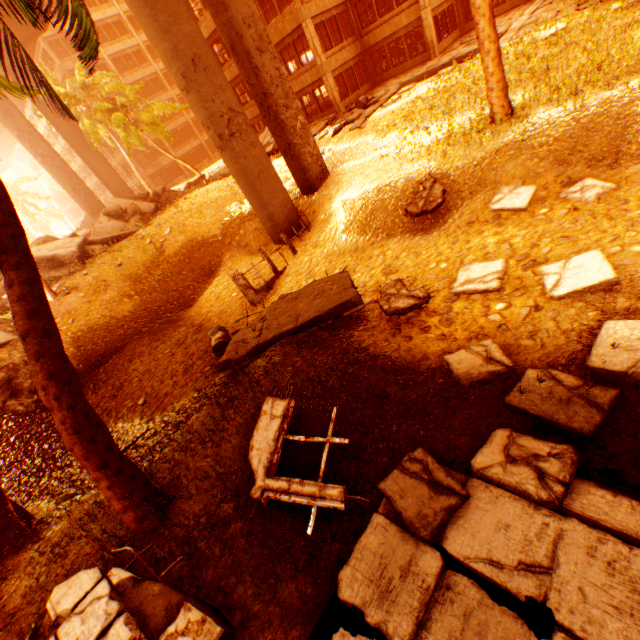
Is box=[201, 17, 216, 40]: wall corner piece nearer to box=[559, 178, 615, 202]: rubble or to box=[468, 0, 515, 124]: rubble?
box=[468, 0, 515, 124]: rubble

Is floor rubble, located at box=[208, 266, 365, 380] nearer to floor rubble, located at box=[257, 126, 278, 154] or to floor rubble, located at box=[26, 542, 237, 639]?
floor rubble, located at box=[26, 542, 237, 639]

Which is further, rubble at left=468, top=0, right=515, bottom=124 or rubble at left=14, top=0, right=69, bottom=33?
rubble at left=468, top=0, right=515, bottom=124

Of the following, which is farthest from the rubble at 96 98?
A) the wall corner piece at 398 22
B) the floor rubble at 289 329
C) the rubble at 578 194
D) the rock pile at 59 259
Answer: the wall corner piece at 398 22

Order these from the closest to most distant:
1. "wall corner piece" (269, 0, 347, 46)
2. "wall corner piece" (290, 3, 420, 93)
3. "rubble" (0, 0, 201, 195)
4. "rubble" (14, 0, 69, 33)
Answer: "rubble" (14, 0, 69, 33) → "rubble" (0, 0, 201, 195) → "wall corner piece" (269, 0, 347, 46) → "wall corner piece" (290, 3, 420, 93)

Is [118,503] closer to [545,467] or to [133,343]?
[545,467]

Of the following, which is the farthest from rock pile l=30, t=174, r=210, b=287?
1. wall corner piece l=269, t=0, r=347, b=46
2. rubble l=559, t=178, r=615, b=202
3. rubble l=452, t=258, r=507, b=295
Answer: rubble l=559, t=178, r=615, b=202

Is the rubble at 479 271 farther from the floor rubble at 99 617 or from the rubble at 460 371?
the floor rubble at 99 617
